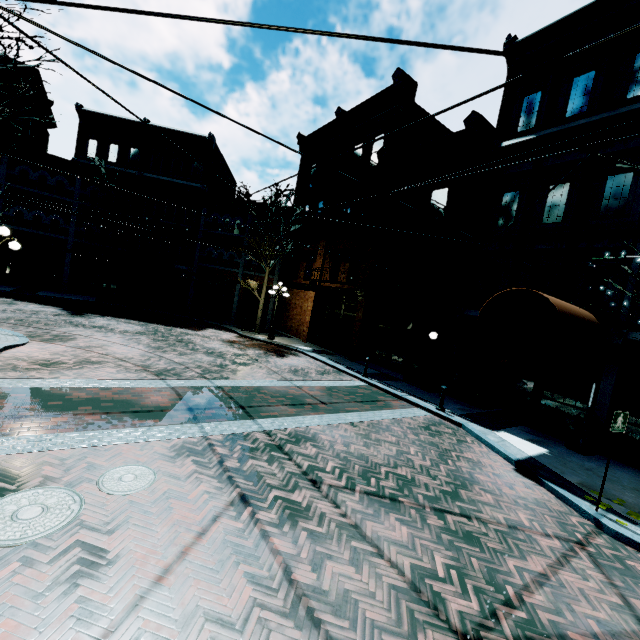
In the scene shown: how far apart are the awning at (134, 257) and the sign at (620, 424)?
24.4m

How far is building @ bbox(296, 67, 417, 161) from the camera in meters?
16.8 m

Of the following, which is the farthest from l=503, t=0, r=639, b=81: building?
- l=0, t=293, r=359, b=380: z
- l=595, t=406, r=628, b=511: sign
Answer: l=595, t=406, r=628, b=511: sign

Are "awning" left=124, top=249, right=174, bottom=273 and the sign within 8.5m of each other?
no

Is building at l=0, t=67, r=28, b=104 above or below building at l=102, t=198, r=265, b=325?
above

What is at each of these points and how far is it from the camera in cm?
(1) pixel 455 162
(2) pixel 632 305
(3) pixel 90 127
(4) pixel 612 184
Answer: (1) building, 1402
(2) building, 922
(3) building, 2523
(4) building, 1005

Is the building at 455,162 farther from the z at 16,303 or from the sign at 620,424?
the sign at 620,424

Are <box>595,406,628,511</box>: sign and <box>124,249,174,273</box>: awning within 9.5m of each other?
no
